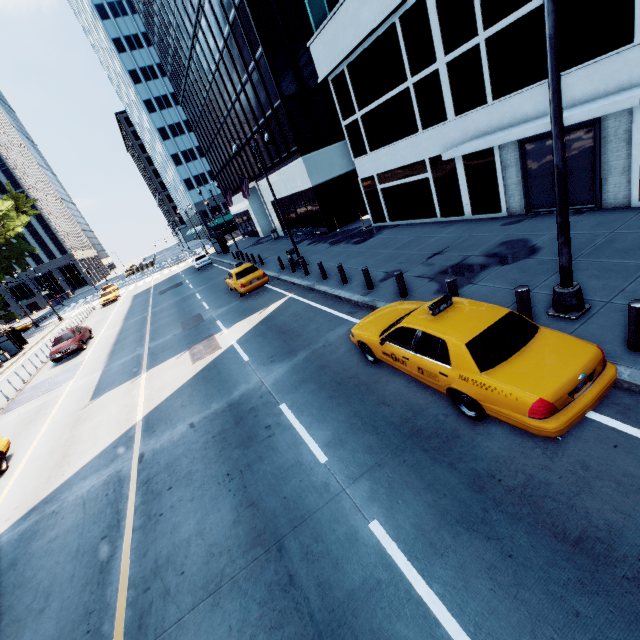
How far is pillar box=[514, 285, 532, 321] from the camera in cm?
669

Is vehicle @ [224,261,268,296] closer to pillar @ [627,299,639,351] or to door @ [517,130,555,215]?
door @ [517,130,555,215]

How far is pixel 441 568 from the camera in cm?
388

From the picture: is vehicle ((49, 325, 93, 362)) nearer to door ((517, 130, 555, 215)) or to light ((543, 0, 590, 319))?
light ((543, 0, 590, 319))

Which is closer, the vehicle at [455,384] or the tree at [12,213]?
the vehicle at [455,384]

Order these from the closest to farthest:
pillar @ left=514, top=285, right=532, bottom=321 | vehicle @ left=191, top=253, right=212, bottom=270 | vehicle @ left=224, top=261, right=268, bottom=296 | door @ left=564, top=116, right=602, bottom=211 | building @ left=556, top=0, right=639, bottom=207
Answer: pillar @ left=514, top=285, right=532, bottom=321 < building @ left=556, top=0, right=639, bottom=207 < door @ left=564, top=116, right=602, bottom=211 < vehicle @ left=224, top=261, right=268, bottom=296 < vehicle @ left=191, top=253, right=212, bottom=270

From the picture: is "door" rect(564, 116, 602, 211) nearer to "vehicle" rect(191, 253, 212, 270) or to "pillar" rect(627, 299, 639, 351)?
"pillar" rect(627, 299, 639, 351)

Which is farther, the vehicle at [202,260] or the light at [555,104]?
the vehicle at [202,260]
